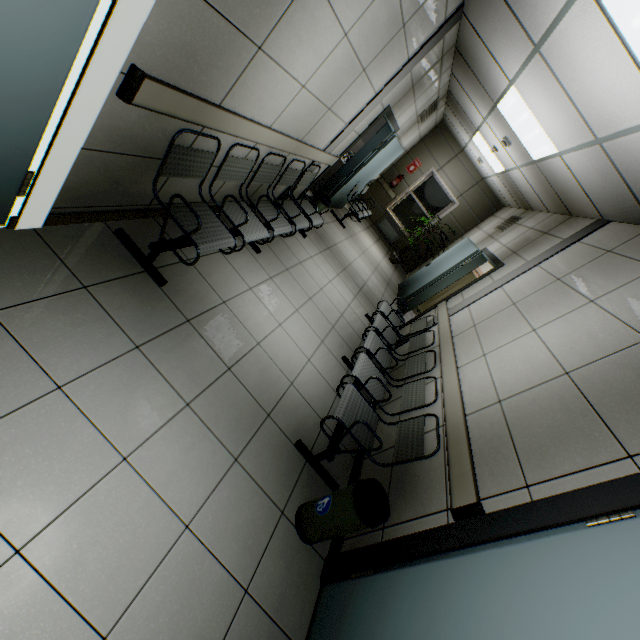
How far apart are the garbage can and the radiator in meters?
9.2 m

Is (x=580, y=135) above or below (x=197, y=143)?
above

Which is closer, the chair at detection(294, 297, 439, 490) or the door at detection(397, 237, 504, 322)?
the chair at detection(294, 297, 439, 490)

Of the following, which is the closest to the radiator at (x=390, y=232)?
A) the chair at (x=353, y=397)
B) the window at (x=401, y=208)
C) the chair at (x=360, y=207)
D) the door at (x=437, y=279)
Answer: the window at (x=401, y=208)

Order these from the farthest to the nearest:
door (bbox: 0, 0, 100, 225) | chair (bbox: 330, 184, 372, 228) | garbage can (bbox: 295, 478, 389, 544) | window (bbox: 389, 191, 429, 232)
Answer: window (bbox: 389, 191, 429, 232), chair (bbox: 330, 184, 372, 228), garbage can (bbox: 295, 478, 389, 544), door (bbox: 0, 0, 100, 225)

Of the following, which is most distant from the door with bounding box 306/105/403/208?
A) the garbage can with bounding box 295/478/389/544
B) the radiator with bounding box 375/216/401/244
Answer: the garbage can with bounding box 295/478/389/544

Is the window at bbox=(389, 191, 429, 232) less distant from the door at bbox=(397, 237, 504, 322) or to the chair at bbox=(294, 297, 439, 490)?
the door at bbox=(397, 237, 504, 322)

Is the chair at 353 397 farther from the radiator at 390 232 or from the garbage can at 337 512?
the radiator at 390 232
